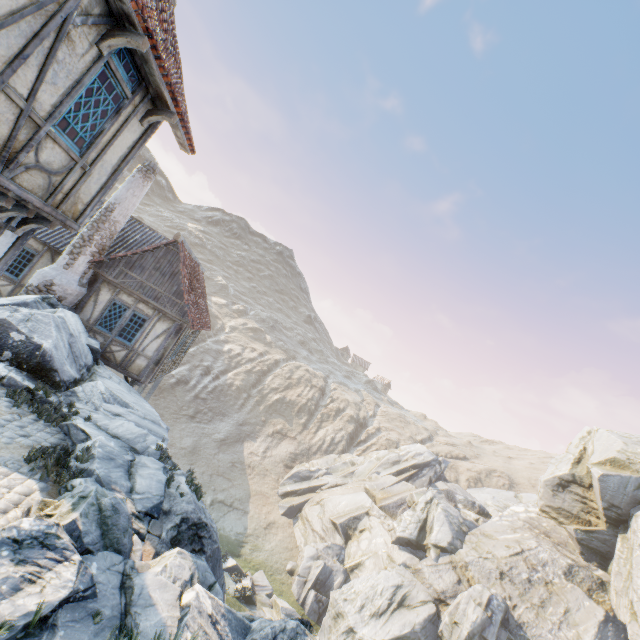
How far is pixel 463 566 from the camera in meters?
21.5

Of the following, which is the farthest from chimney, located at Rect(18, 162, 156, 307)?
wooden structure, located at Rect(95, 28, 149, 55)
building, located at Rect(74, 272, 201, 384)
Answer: wooden structure, located at Rect(95, 28, 149, 55)

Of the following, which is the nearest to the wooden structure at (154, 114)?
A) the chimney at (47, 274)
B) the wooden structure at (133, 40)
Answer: the wooden structure at (133, 40)

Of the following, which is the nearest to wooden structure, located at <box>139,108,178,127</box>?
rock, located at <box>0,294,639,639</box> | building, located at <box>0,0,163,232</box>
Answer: building, located at <box>0,0,163,232</box>

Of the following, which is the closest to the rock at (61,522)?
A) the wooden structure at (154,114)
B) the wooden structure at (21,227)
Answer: the wooden structure at (21,227)

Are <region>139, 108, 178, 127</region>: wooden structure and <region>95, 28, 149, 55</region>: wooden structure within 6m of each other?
yes

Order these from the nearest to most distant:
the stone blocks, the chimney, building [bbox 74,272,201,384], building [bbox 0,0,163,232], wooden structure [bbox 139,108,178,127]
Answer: building [bbox 0,0,163,232]
the stone blocks
wooden structure [bbox 139,108,178,127]
the chimney
building [bbox 74,272,201,384]

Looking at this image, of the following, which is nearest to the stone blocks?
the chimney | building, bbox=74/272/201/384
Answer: the chimney
